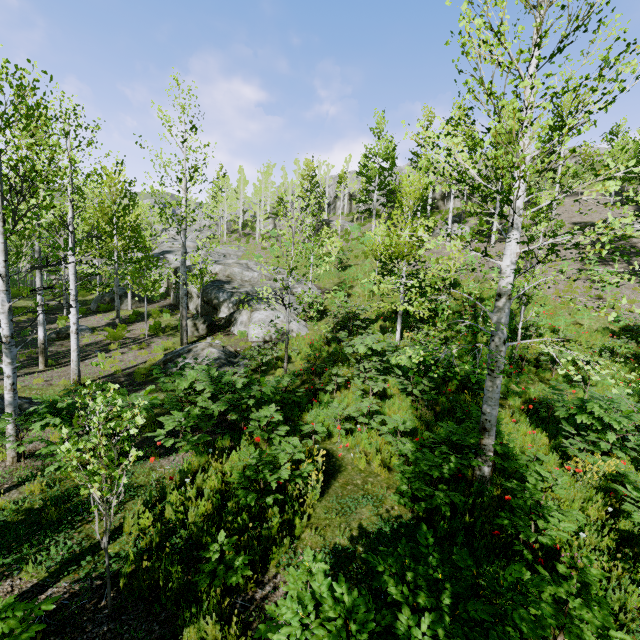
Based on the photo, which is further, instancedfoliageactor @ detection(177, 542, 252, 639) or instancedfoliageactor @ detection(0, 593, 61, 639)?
instancedfoliageactor @ detection(177, 542, 252, 639)

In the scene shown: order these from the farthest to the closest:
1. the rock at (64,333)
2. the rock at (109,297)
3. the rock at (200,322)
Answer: the rock at (109,297), the rock at (64,333), the rock at (200,322)

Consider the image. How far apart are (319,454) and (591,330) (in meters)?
13.20

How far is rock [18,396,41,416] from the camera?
8.4 meters

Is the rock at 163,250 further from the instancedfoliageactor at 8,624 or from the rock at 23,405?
Answer: the rock at 23,405

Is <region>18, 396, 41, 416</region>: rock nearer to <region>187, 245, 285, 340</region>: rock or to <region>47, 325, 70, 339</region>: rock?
<region>47, 325, 70, 339</region>: rock

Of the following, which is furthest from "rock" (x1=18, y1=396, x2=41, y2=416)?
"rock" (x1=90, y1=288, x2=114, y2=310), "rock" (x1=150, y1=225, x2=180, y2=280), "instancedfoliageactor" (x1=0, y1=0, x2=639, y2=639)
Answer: "rock" (x1=90, y1=288, x2=114, y2=310)

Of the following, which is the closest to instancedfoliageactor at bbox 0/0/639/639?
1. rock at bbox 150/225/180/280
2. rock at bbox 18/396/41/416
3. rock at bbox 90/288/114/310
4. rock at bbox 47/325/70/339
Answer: rock at bbox 150/225/180/280
